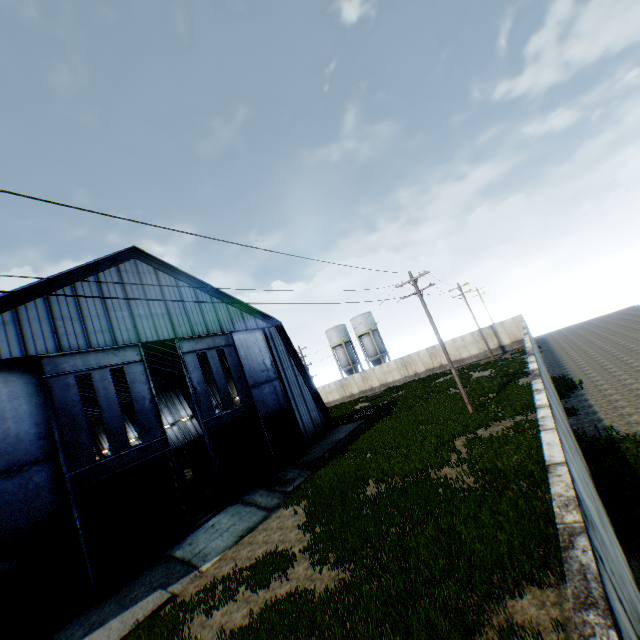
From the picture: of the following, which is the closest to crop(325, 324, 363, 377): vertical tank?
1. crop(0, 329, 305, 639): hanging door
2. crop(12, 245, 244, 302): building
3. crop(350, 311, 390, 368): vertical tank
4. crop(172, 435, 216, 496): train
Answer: crop(350, 311, 390, 368): vertical tank

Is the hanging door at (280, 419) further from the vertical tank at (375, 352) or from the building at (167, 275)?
the vertical tank at (375, 352)

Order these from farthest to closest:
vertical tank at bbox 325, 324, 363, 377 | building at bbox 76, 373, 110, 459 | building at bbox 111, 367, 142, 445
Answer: vertical tank at bbox 325, 324, 363, 377 < building at bbox 76, 373, 110, 459 < building at bbox 111, 367, 142, 445

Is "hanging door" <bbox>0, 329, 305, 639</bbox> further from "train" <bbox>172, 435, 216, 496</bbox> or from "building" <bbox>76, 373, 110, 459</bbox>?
"train" <bbox>172, 435, 216, 496</bbox>

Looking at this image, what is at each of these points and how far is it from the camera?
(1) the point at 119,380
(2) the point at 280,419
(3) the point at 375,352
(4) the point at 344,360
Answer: (1) building, 37.53m
(2) hanging door, 25.06m
(3) vertical tank, 54.81m
(4) vertical tank, 57.91m

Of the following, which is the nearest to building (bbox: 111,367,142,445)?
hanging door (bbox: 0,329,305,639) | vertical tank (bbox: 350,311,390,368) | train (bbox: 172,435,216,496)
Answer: hanging door (bbox: 0,329,305,639)

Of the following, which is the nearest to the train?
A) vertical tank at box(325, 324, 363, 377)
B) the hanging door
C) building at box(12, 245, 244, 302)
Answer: building at box(12, 245, 244, 302)

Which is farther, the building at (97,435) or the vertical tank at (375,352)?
the vertical tank at (375,352)
